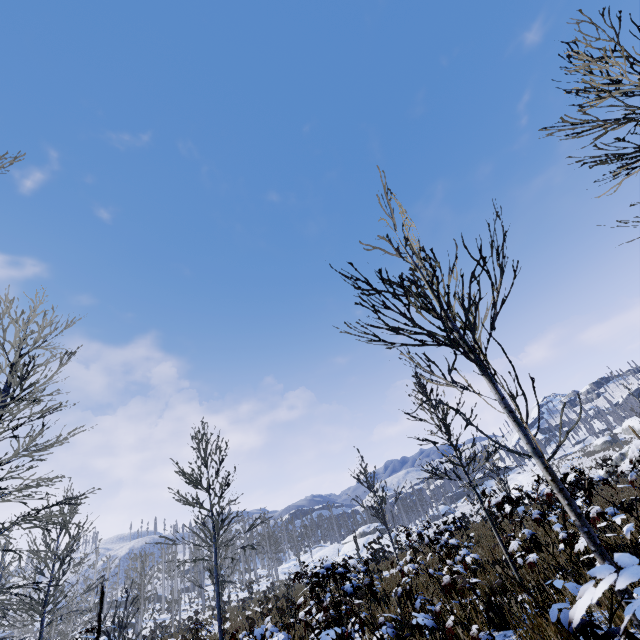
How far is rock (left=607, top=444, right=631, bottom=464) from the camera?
39.6 meters

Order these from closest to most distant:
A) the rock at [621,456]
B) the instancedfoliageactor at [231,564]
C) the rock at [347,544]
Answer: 1. the instancedfoliageactor at [231,564]
2. the rock at [621,456]
3. the rock at [347,544]

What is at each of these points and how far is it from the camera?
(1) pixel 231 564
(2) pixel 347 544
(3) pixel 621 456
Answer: (1) instancedfoliageactor, 56.4m
(2) rock, 58.3m
(3) rock, 39.8m

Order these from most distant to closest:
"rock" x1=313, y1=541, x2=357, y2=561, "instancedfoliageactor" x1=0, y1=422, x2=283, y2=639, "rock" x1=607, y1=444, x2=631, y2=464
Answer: "rock" x1=313, y1=541, x2=357, y2=561 < "rock" x1=607, y1=444, x2=631, y2=464 < "instancedfoliageactor" x1=0, y1=422, x2=283, y2=639

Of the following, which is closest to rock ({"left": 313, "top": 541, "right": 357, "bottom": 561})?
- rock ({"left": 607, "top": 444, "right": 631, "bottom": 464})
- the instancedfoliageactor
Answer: the instancedfoliageactor

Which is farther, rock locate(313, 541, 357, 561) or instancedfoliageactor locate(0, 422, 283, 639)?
rock locate(313, 541, 357, 561)

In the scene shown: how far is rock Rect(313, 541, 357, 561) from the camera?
52.66m

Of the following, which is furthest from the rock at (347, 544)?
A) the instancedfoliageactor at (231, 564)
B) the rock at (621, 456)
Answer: the rock at (621, 456)
